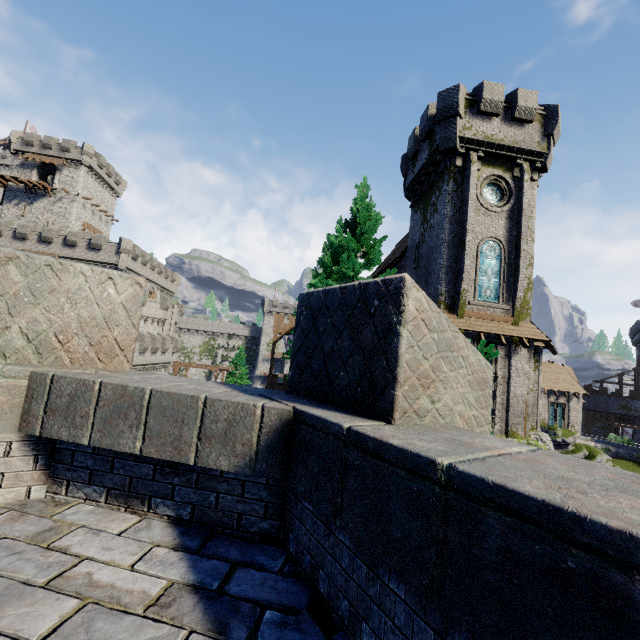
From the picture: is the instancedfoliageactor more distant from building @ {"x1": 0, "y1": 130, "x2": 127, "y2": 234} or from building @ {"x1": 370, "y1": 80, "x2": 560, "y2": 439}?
building @ {"x1": 0, "y1": 130, "x2": 127, "y2": 234}

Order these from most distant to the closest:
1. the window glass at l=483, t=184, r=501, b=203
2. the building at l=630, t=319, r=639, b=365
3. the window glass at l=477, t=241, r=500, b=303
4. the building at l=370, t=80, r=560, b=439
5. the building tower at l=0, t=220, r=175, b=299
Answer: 1. the building at l=630, t=319, r=639, b=365
2. the building tower at l=0, t=220, r=175, b=299
3. the window glass at l=483, t=184, r=501, b=203
4. the window glass at l=477, t=241, r=500, b=303
5. the building at l=370, t=80, r=560, b=439

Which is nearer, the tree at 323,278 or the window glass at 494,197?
the tree at 323,278

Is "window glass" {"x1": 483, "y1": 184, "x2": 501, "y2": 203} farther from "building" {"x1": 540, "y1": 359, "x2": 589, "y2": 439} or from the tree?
the tree

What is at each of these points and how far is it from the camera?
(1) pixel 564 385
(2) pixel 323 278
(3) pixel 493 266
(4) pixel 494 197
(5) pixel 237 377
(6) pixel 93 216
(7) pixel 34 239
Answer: (1) building, 37.9m
(2) tree, 21.2m
(3) window glass, 19.0m
(4) window glass, 19.7m
(5) instancedfoliageactor, 57.1m
(6) building, 52.2m
(7) building tower, 41.2m

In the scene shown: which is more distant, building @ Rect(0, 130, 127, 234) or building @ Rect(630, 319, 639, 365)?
building @ Rect(630, 319, 639, 365)

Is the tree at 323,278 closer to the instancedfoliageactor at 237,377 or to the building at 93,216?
the instancedfoliageactor at 237,377

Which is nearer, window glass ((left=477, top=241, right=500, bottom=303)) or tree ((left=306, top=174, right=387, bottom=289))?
tree ((left=306, top=174, right=387, bottom=289))
